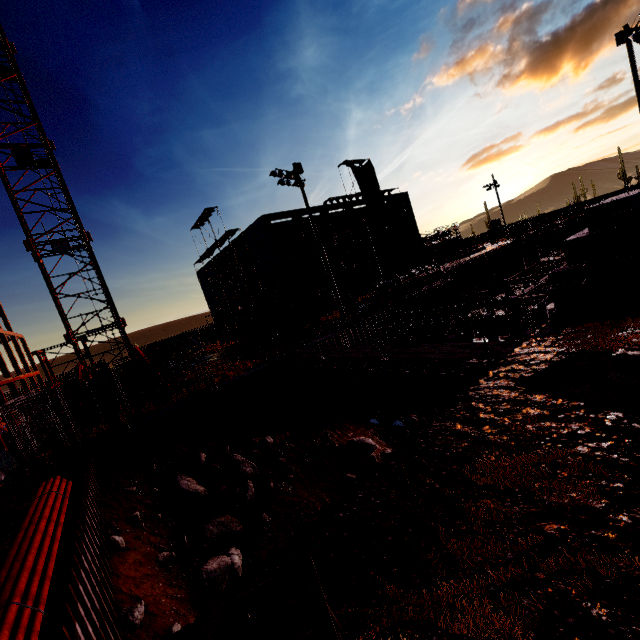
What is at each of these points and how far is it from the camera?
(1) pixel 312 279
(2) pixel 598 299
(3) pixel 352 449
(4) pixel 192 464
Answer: (1) concrete column, 35.41m
(2) concrete beam, 8.57m
(3) compgrassrocksplants, 15.45m
(4) compgrassrocksplants, 13.12m

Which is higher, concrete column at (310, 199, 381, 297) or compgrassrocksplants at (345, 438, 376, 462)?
concrete column at (310, 199, 381, 297)

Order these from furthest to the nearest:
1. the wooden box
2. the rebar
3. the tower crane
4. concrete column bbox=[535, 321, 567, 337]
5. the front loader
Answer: the front loader → the rebar → the tower crane → the wooden box → concrete column bbox=[535, 321, 567, 337]

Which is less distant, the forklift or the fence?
the fence

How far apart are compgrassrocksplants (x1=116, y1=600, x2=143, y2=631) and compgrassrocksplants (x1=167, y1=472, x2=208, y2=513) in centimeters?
375cm

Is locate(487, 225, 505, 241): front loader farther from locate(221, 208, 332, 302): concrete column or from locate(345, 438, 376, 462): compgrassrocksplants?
locate(345, 438, 376, 462): compgrassrocksplants

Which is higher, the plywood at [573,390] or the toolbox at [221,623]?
the toolbox at [221,623]

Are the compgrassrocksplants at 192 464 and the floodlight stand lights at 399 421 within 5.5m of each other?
no
